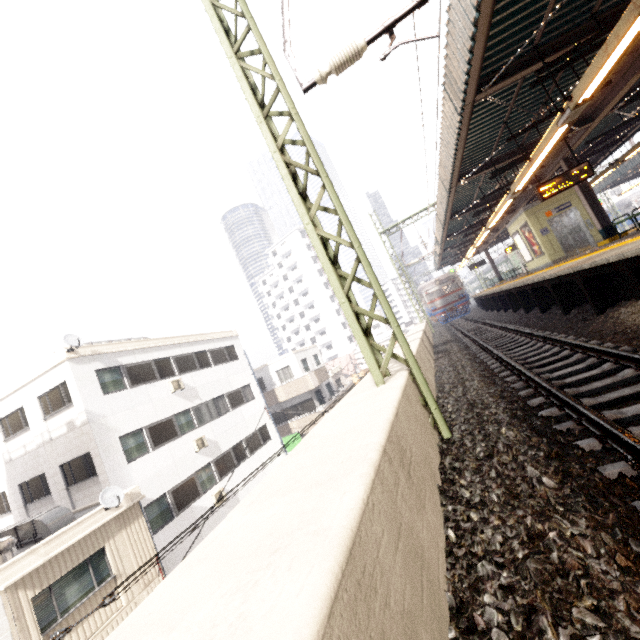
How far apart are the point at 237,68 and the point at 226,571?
5.8m

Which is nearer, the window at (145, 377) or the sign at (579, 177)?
the sign at (579, 177)

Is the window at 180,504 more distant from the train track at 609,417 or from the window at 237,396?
the train track at 609,417

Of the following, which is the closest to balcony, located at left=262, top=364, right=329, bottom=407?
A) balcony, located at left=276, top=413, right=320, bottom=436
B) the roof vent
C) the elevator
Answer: balcony, located at left=276, top=413, right=320, bottom=436

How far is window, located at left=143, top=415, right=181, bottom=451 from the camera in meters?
14.4

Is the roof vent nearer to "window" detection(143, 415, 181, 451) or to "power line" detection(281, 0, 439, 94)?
"window" detection(143, 415, 181, 451)

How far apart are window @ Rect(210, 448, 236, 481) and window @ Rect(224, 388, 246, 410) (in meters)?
2.13

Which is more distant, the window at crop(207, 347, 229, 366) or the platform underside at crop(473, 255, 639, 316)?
the window at crop(207, 347, 229, 366)
